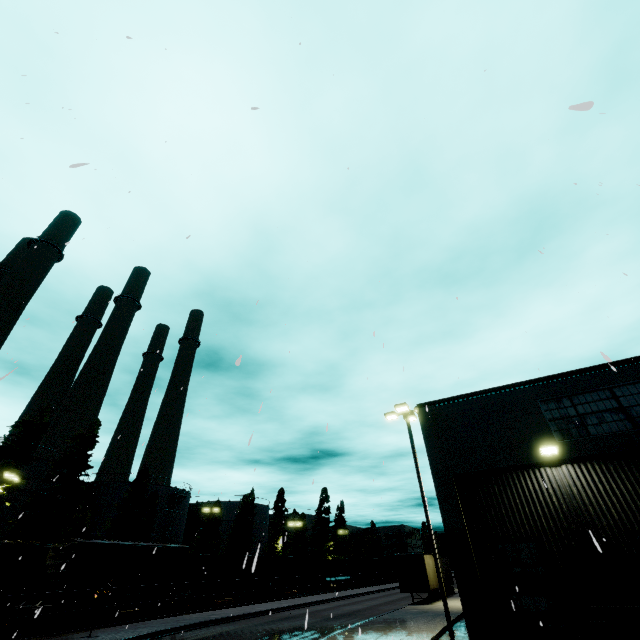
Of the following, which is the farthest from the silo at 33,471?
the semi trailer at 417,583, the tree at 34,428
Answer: the semi trailer at 417,583

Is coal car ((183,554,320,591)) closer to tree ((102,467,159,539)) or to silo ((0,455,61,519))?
silo ((0,455,61,519))

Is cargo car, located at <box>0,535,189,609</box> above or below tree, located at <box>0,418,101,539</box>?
below

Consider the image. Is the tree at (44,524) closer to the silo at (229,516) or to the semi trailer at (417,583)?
the silo at (229,516)

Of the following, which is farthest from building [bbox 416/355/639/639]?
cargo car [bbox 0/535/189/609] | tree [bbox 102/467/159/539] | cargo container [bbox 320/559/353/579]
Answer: tree [bbox 102/467/159/539]

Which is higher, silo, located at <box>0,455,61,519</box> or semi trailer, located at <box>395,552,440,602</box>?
silo, located at <box>0,455,61,519</box>

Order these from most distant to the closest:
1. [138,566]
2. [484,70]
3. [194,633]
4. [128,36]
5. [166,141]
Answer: [138,566] → [194,633] → [166,141] → [484,70] → [128,36]

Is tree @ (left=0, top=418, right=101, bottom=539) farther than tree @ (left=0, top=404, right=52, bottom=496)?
Yes
